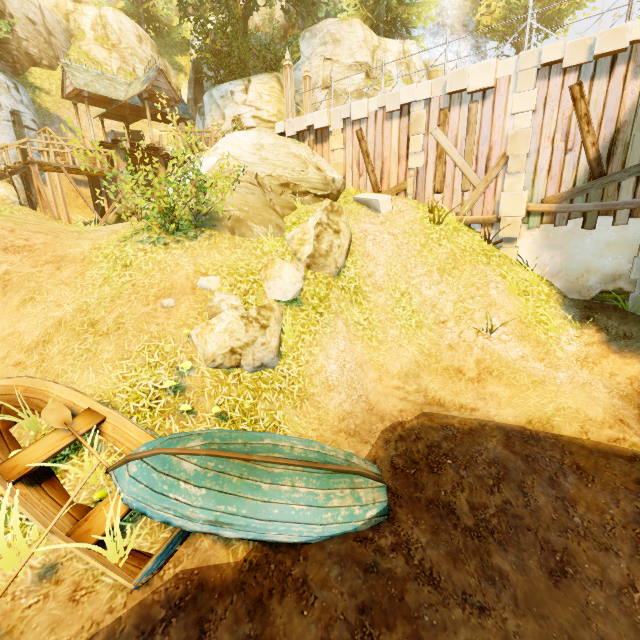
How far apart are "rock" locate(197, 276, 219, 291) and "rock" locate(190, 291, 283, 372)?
0.28m

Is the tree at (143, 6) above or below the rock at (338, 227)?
above

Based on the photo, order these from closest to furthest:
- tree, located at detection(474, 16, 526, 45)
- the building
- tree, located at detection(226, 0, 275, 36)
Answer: the building → tree, located at detection(226, 0, 275, 36) → tree, located at detection(474, 16, 526, 45)

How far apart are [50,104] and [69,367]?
26.10m

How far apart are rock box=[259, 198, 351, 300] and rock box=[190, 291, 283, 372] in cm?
176

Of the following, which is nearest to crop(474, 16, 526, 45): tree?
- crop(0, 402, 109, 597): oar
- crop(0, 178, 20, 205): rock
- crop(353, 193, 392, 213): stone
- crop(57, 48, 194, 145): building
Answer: crop(57, 48, 194, 145): building

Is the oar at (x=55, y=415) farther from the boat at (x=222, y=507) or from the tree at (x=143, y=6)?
the tree at (x=143, y=6)

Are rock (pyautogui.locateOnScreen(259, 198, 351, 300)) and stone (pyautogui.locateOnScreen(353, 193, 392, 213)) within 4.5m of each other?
yes
